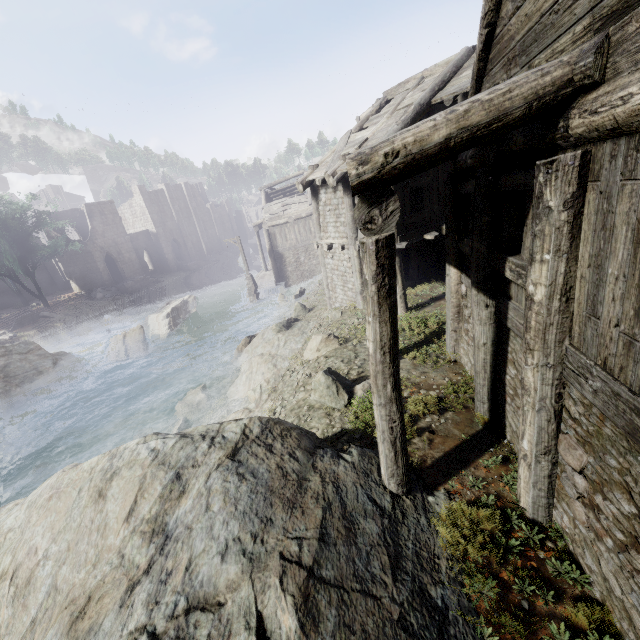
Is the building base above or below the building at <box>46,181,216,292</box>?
below

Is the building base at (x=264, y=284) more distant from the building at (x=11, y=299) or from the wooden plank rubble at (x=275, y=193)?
the wooden plank rubble at (x=275, y=193)

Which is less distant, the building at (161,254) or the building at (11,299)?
the building at (161,254)

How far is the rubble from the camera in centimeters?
3803cm

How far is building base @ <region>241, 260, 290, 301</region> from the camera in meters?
29.3 m

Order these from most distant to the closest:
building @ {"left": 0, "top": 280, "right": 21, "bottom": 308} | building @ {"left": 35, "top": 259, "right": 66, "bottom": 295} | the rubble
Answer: building @ {"left": 35, "top": 259, "right": 66, "bottom": 295} < building @ {"left": 0, "top": 280, "right": 21, "bottom": 308} < the rubble

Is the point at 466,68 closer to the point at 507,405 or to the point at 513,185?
the point at 513,185

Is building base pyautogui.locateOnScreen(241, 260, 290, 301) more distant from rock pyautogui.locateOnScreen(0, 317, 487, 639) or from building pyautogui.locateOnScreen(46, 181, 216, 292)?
rock pyautogui.locateOnScreen(0, 317, 487, 639)
